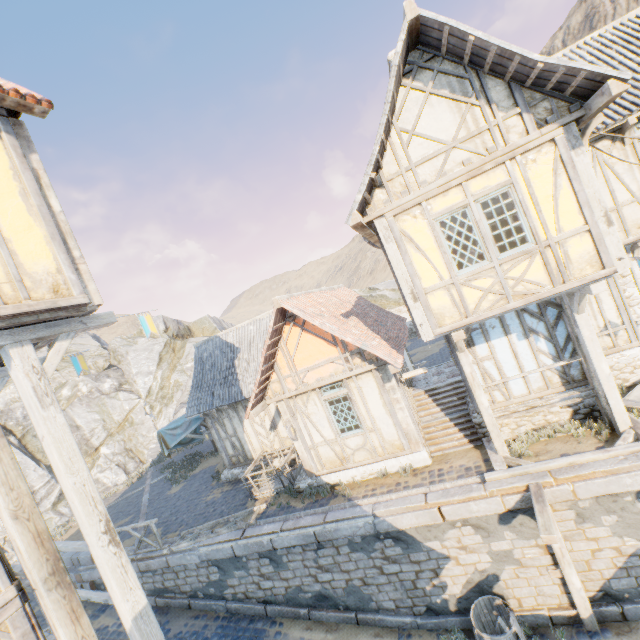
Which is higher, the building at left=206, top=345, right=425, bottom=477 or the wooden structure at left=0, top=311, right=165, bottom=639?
the wooden structure at left=0, top=311, right=165, bottom=639

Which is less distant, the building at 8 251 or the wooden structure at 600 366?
the building at 8 251

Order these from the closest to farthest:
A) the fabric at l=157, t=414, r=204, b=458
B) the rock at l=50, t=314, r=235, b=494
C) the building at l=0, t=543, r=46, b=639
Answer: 1. the building at l=0, t=543, r=46, b=639
2. the fabric at l=157, t=414, r=204, b=458
3. the rock at l=50, t=314, r=235, b=494

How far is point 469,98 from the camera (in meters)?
6.46

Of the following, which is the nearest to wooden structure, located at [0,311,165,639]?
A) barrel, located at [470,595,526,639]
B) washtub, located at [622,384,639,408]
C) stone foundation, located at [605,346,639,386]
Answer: barrel, located at [470,595,526,639]

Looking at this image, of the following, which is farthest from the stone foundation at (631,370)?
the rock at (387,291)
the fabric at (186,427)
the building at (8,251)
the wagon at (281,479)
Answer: the fabric at (186,427)

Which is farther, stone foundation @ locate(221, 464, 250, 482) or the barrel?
stone foundation @ locate(221, 464, 250, 482)

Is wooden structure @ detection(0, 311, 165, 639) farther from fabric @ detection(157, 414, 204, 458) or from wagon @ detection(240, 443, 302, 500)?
fabric @ detection(157, 414, 204, 458)
